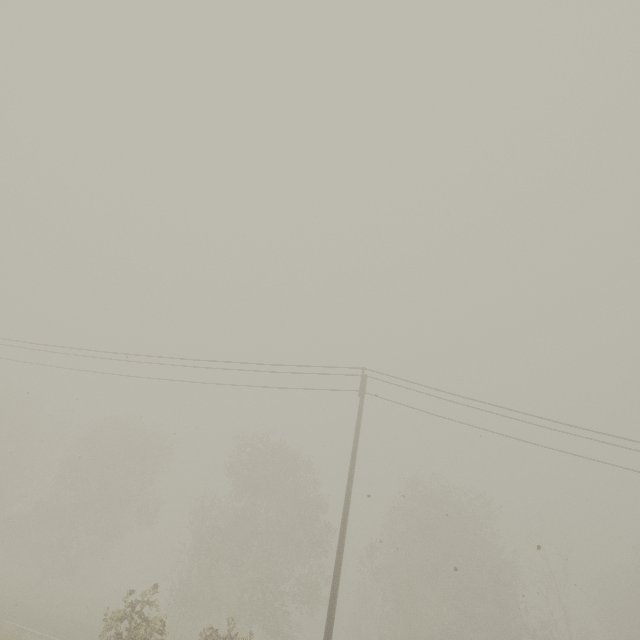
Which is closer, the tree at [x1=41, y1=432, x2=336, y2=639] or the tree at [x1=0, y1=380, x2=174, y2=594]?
the tree at [x1=41, y1=432, x2=336, y2=639]

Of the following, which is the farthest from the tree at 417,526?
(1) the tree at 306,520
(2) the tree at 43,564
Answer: (2) the tree at 43,564

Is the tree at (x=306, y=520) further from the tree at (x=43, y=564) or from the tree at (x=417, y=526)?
the tree at (x=417, y=526)

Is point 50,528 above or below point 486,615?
below

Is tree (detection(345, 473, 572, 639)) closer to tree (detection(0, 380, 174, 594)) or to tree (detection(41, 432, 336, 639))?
tree (detection(41, 432, 336, 639))

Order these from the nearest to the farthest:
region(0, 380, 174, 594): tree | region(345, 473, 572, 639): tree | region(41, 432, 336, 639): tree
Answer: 1. region(41, 432, 336, 639): tree
2. region(345, 473, 572, 639): tree
3. region(0, 380, 174, 594): tree

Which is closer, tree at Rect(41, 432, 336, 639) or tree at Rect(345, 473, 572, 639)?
tree at Rect(41, 432, 336, 639)

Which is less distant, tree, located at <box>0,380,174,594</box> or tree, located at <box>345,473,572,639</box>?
tree, located at <box>345,473,572,639</box>
